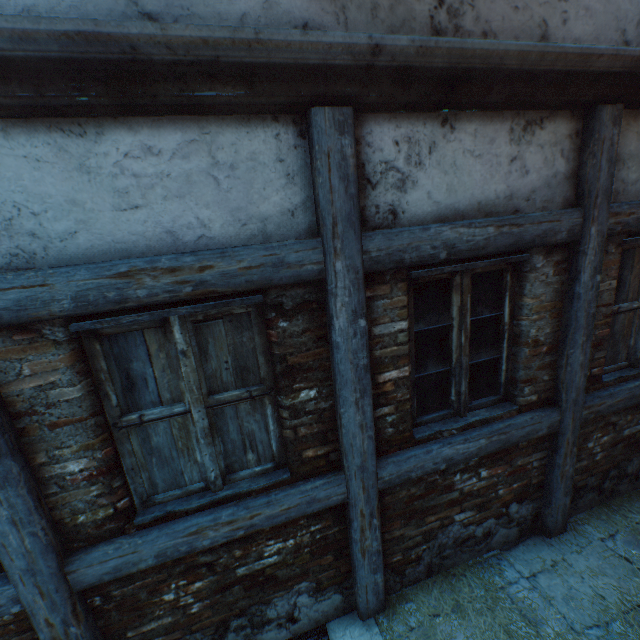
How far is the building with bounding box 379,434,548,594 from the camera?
2.6m

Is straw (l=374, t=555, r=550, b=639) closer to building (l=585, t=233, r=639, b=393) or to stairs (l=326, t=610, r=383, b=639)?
stairs (l=326, t=610, r=383, b=639)

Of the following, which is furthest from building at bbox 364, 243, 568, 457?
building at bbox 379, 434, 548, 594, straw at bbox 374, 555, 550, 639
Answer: straw at bbox 374, 555, 550, 639

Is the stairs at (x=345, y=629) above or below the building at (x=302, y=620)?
below

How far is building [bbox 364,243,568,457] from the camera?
2.2 meters

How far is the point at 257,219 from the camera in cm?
179

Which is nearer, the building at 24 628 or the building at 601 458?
the building at 24 628

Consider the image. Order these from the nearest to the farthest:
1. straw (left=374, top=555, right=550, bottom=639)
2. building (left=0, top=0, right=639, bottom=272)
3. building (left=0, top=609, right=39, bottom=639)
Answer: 1. building (left=0, top=0, right=639, bottom=272)
2. building (left=0, top=609, right=39, bottom=639)
3. straw (left=374, top=555, right=550, bottom=639)
